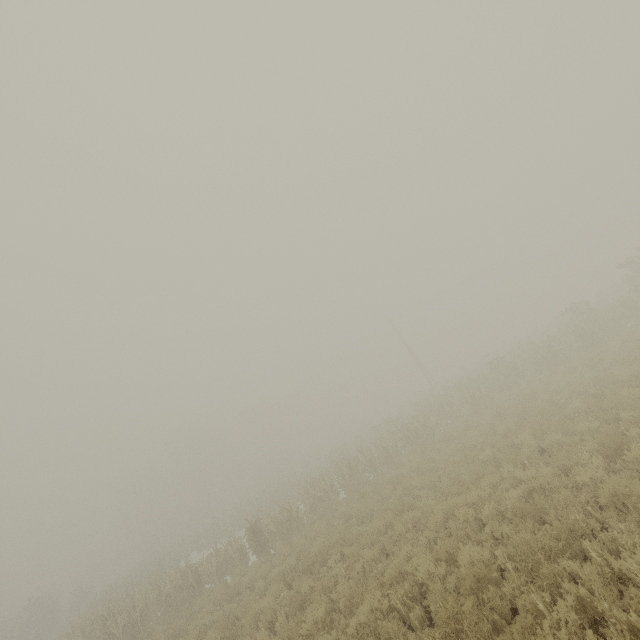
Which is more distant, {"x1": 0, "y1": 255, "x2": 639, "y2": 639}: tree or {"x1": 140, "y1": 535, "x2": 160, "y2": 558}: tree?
{"x1": 140, "y1": 535, "x2": 160, "y2": 558}: tree

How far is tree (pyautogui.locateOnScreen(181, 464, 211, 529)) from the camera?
50.8m

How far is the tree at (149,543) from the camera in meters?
48.0 m

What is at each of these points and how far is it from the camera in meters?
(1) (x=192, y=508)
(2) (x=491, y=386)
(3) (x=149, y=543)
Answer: (1) tree, 56.4 m
(2) tree, 20.8 m
(3) tree, 48.8 m

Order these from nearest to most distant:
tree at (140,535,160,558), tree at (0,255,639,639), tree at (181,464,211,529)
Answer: tree at (0,255,639,639), tree at (140,535,160,558), tree at (181,464,211,529)

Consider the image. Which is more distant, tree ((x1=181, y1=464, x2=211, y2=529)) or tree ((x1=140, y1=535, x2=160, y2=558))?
tree ((x1=181, y1=464, x2=211, y2=529))
